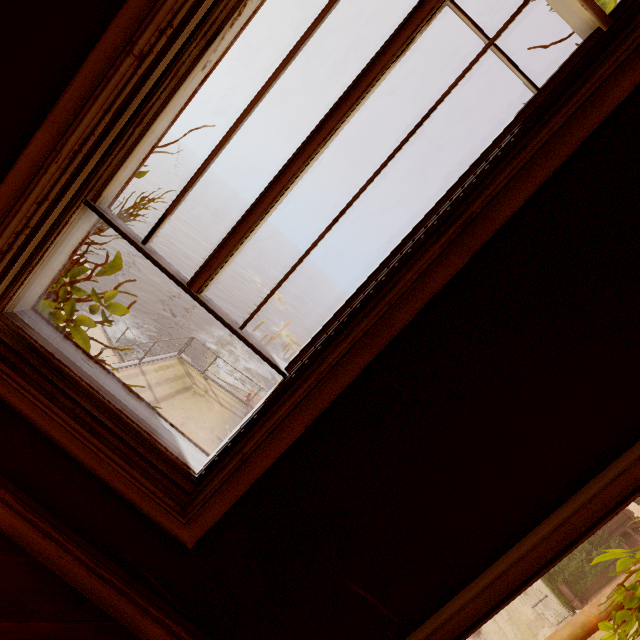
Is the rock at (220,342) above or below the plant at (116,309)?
below

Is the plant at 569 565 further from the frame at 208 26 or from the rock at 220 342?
the rock at 220 342

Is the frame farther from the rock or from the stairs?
the rock

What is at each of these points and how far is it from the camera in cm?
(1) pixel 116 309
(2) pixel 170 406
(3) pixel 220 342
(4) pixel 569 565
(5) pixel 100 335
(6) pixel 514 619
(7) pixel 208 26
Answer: (1) plant, 166
(2) building, 988
(3) rock, 3419
(4) plant, 1808
(5) building, 1319
(6) stairs, 1570
(7) frame, 107

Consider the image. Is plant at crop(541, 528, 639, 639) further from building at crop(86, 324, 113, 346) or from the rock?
the rock

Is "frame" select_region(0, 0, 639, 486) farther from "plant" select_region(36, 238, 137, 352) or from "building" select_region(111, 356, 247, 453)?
"building" select_region(111, 356, 247, 453)

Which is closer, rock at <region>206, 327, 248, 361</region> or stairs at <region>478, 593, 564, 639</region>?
stairs at <region>478, 593, 564, 639</region>

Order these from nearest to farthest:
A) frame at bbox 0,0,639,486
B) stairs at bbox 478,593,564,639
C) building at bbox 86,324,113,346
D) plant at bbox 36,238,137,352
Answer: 1. frame at bbox 0,0,639,486
2. plant at bbox 36,238,137,352
3. building at bbox 86,324,113,346
4. stairs at bbox 478,593,564,639
